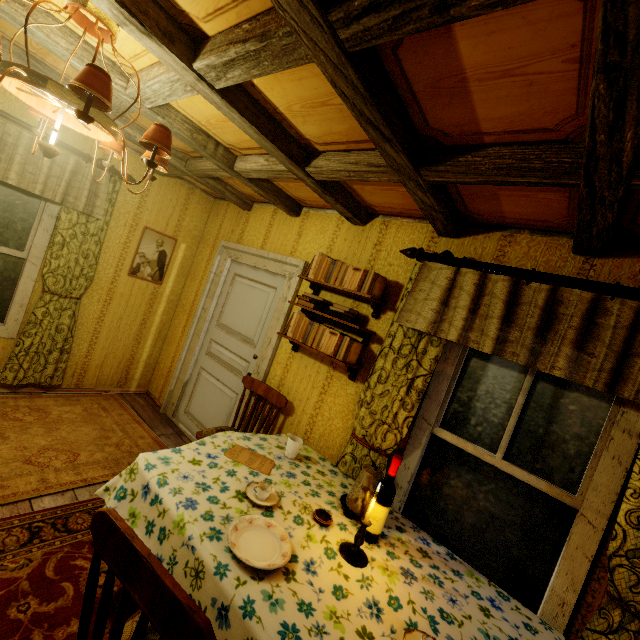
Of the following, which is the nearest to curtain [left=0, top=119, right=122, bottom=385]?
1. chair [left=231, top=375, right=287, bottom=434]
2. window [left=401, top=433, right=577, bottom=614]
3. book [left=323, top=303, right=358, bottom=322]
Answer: chair [left=231, top=375, right=287, bottom=434]

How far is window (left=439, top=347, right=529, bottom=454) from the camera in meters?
2.0

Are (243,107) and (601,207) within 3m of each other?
yes

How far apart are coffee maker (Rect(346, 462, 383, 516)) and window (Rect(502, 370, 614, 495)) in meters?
0.6 m

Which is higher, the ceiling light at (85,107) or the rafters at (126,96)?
the rafters at (126,96)

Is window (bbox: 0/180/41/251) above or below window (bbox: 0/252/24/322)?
above

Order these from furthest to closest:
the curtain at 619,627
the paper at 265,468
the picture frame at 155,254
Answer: the picture frame at 155,254 → the paper at 265,468 → the curtain at 619,627

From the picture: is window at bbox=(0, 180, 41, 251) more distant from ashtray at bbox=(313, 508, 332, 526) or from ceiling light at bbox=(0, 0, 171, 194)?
ashtray at bbox=(313, 508, 332, 526)
